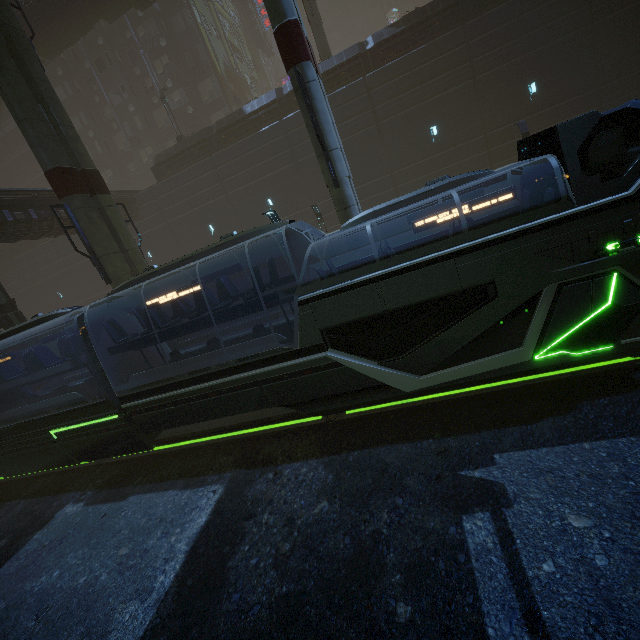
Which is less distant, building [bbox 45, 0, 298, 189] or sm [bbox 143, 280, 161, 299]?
sm [bbox 143, 280, 161, 299]

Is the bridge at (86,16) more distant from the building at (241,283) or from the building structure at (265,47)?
the building structure at (265,47)

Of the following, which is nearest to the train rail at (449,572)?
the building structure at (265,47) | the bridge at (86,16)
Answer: the bridge at (86,16)

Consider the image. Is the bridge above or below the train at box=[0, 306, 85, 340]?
above

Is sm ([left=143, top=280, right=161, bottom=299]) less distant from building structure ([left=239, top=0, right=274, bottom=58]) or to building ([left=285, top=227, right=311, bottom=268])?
building ([left=285, top=227, right=311, bottom=268])

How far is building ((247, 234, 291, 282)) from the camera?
25.36m

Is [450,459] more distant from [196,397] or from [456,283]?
[196,397]

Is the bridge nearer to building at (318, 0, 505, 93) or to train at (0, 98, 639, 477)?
building at (318, 0, 505, 93)
